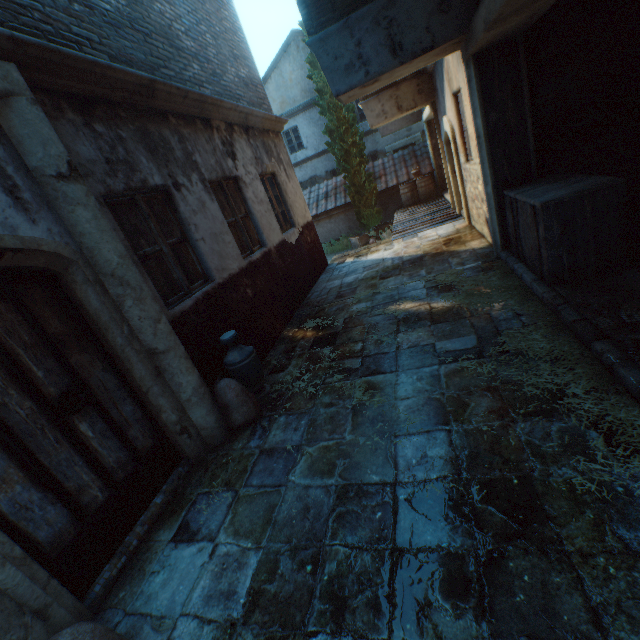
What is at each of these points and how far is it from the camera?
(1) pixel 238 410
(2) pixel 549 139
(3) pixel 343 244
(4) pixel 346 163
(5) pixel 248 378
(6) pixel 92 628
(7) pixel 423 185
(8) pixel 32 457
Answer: (1) burlap sack, 3.63m
(2) shelf, 4.63m
(3) plants, 15.89m
(4) tree, 13.88m
(5) ceramic pot, 3.97m
(6) burlap sack, 1.73m
(7) barrel, 13.58m
(8) building, 2.25m

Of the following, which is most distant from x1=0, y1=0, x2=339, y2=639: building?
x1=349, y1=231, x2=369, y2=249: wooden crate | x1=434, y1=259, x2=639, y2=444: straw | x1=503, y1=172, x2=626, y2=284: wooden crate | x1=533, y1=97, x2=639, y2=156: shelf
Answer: x1=349, y1=231, x2=369, y2=249: wooden crate

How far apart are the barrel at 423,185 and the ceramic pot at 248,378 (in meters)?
12.19

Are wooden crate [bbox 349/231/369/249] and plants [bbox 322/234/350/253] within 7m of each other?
yes

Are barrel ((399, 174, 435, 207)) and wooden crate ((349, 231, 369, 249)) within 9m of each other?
yes

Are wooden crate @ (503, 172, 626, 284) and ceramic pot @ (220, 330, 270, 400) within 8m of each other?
yes

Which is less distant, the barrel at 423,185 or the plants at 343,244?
the barrel at 423,185

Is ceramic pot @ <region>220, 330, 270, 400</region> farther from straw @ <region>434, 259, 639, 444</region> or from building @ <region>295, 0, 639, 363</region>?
straw @ <region>434, 259, 639, 444</region>
